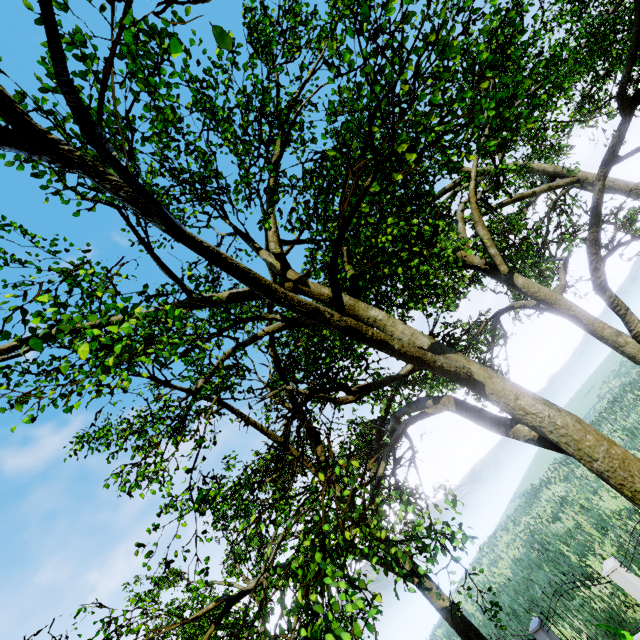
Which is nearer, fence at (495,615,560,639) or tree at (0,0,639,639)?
tree at (0,0,639,639)

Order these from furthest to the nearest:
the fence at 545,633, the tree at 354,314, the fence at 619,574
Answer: the fence at 545,633
the fence at 619,574
the tree at 354,314

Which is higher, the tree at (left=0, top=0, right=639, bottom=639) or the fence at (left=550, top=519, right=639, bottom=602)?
the tree at (left=0, top=0, right=639, bottom=639)

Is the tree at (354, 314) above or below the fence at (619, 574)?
above

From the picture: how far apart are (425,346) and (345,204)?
3.0 meters

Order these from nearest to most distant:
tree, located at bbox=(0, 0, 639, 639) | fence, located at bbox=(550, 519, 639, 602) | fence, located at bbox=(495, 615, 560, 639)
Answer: tree, located at bbox=(0, 0, 639, 639)
fence, located at bbox=(550, 519, 639, 602)
fence, located at bbox=(495, 615, 560, 639)
